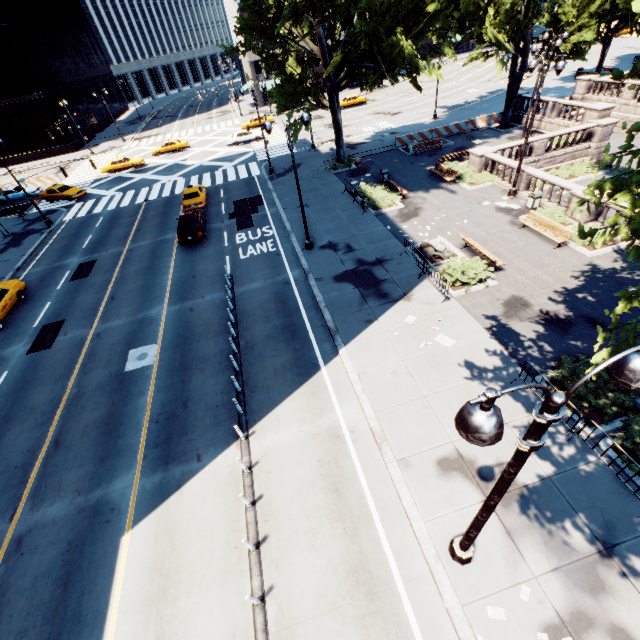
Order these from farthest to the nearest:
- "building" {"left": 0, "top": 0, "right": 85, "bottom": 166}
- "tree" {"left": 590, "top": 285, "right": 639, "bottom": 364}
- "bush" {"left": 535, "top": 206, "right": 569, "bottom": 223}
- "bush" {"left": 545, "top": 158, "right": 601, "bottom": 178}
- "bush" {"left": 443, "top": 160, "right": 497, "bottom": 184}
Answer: "building" {"left": 0, "top": 0, "right": 85, "bottom": 166}, "bush" {"left": 545, "top": 158, "right": 601, "bottom": 178}, "bush" {"left": 443, "top": 160, "right": 497, "bottom": 184}, "bush" {"left": 535, "top": 206, "right": 569, "bottom": 223}, "tree" {"left": 590, "top": 285, "right": 639, "bottom": 364}

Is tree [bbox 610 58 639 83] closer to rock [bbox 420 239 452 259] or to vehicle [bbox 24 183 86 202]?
rock [bbox 420 239 452 259]

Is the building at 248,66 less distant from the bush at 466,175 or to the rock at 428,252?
the bush at 466,175

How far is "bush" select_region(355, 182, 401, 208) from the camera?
22.86m

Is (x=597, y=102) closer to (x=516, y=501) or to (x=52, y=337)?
(x=516, y=501)

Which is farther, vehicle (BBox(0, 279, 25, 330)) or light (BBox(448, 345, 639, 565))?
vehicle (BBox(0, 279, 25, 330))

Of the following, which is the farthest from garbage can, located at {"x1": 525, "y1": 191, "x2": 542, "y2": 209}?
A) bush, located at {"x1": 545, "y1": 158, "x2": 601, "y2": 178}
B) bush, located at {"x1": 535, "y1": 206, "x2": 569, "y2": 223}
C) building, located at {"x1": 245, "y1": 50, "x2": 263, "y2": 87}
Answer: building, located at {"x1": 245, "y1": 50, "x2": 263, "y2": 87}

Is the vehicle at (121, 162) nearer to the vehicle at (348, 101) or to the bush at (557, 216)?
the vehicle at (348, 101)
